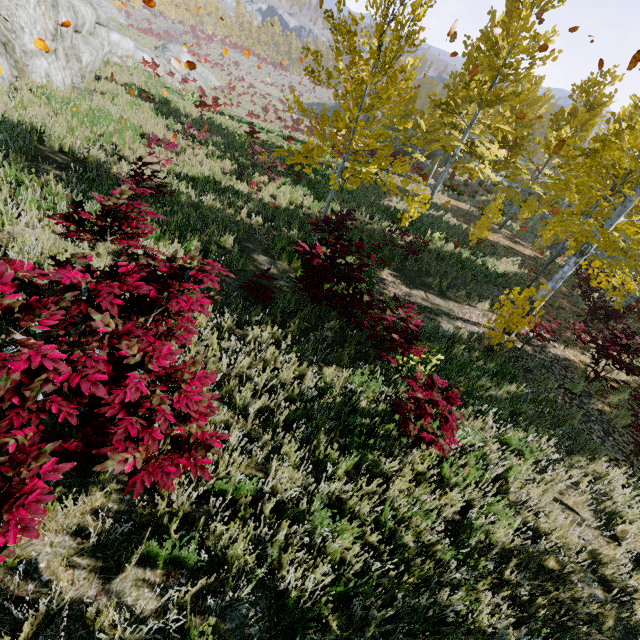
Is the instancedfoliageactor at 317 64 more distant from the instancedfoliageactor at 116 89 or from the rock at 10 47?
the rock at 10 47

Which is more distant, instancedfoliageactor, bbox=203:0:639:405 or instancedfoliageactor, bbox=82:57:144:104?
instancedfoliageactor, bbox=82:57:144:104

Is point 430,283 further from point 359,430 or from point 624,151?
point 359,430

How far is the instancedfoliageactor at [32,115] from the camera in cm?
852

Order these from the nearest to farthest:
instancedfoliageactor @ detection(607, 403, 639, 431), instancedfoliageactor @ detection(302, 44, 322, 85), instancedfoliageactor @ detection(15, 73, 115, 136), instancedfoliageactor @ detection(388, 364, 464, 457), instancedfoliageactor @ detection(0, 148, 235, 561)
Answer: instancedfoliageactor @ detection(0, 148, 235, 561)
instancedfoliageactor @ detection(388, 364, 464, 457)
instancedfoliageactor @ detection(302, 44, 322, 85)
instancedfoliageactor @ detection(607, 403, 639, 431)
instancedfoliageactor @ detection(15, 73, 115, 136)

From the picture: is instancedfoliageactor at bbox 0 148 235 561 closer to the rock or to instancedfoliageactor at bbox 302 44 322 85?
instancedfoliageactor at bbox 302 44 322 85

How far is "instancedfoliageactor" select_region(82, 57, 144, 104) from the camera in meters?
13.2
